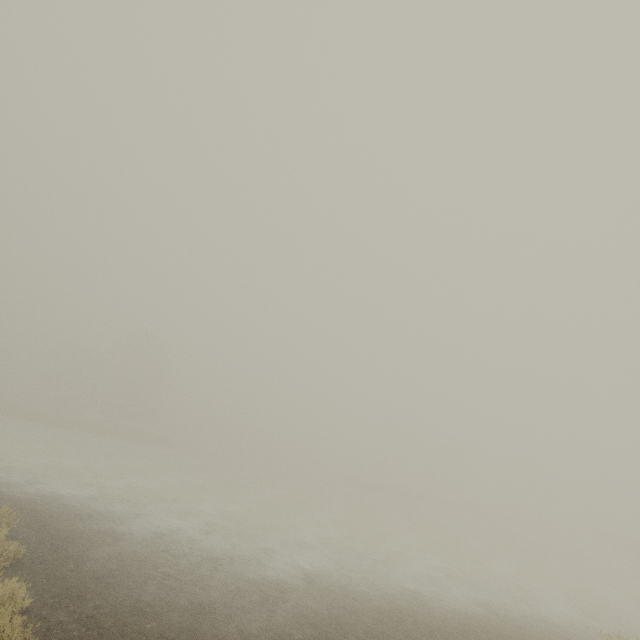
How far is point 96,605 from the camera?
6.0m
